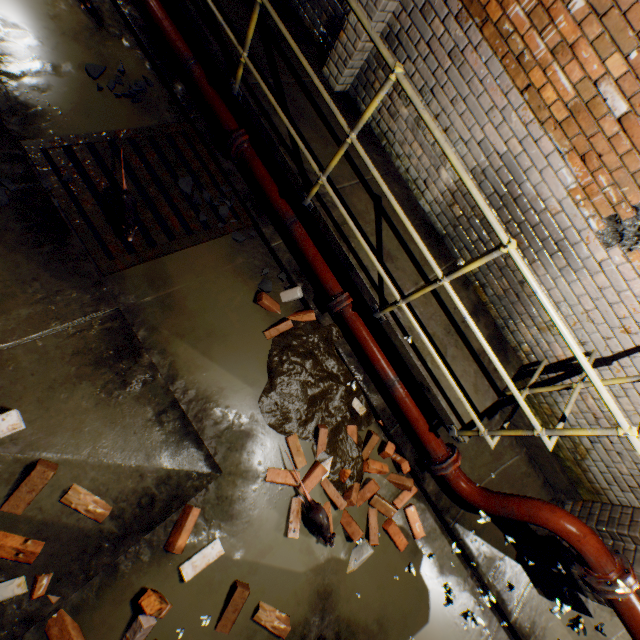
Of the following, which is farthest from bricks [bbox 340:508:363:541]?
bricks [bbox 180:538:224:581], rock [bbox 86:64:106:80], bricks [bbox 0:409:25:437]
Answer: rock [bbox 86:64:106:80]

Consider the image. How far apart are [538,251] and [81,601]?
4.6 meters

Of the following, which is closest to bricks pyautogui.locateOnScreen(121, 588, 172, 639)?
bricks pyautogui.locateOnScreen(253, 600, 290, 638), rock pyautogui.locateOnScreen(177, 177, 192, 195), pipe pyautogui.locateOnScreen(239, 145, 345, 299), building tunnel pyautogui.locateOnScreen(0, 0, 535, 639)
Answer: building tunnel pyautogui.locateOnScreen(0, 0, 535, 639)

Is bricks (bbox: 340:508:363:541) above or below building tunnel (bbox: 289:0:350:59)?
below

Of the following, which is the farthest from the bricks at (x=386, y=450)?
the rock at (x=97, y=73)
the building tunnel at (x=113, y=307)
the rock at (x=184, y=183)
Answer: the rock at (x=97, y=73)

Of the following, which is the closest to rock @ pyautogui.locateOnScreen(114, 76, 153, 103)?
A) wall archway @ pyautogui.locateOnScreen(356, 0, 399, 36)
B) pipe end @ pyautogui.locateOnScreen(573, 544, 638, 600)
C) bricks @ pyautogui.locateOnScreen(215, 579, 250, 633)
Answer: wall archway @ pyautogui.locateOnScreen(356, 0, 399, 36)

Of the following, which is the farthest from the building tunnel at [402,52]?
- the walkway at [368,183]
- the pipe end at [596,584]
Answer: the pipe end at [596,584]

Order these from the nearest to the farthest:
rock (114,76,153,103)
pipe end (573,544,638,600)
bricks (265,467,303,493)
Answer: pipe end (573,544,638,600) < bricks (265,467,303,493) < rock (114,76,153,103)
